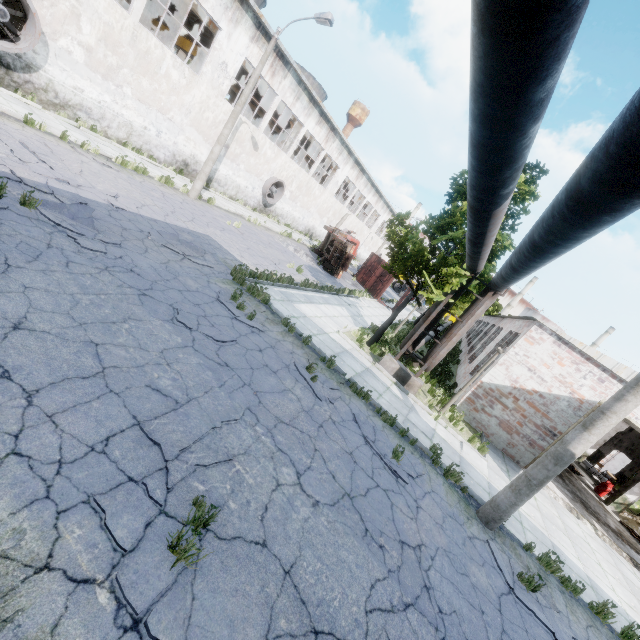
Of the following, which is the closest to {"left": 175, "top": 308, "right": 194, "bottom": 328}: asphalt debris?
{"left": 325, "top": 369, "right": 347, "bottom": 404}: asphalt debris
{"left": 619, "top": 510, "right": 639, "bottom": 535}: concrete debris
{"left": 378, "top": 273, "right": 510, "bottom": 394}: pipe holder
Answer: {"left": 325, "top": 369, "right": 347, "bottom": 404}: asphalt debris

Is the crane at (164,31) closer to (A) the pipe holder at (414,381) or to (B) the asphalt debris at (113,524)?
(A) the pipe holder at (414,381)

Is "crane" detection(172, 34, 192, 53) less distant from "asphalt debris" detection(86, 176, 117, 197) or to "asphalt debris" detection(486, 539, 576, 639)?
"asphalt debris" detection(86, 176, 117, 197)

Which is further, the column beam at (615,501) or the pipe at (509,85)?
the column beam at (615,501)

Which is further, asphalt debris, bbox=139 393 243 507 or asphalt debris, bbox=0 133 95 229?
asphalt debris, bbox=0 133 95 229

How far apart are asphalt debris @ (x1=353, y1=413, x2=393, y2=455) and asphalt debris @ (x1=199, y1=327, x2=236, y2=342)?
3.4m

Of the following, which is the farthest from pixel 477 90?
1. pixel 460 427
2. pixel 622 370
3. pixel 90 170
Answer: pixel 622 370

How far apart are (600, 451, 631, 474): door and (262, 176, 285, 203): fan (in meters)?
33.61
